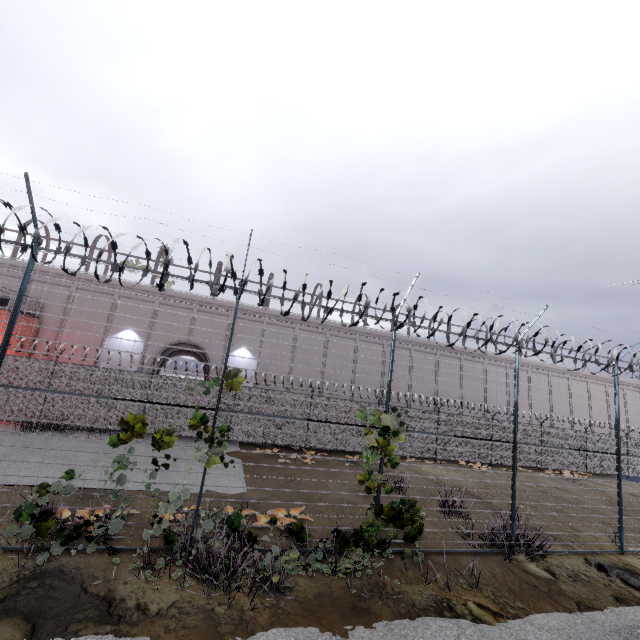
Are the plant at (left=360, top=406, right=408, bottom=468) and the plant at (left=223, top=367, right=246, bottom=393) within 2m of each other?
no

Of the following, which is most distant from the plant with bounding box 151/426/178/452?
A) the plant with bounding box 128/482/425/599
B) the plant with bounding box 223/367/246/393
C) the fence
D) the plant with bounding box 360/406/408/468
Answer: the plant with bounding box 360/406/408/468

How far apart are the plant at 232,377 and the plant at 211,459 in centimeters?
59cm

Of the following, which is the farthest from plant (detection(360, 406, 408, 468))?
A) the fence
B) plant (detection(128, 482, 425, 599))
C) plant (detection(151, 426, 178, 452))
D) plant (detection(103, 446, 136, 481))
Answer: plant (detection(103, 446, 136, 481))

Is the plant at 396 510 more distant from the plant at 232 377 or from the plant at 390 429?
the plant at 232 377

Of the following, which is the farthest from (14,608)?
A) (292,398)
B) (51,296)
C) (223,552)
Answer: (51,296)

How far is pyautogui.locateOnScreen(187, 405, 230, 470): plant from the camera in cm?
641

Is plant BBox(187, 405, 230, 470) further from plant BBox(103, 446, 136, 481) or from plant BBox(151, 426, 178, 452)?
plant BBox(103, 446, 136, 481)
